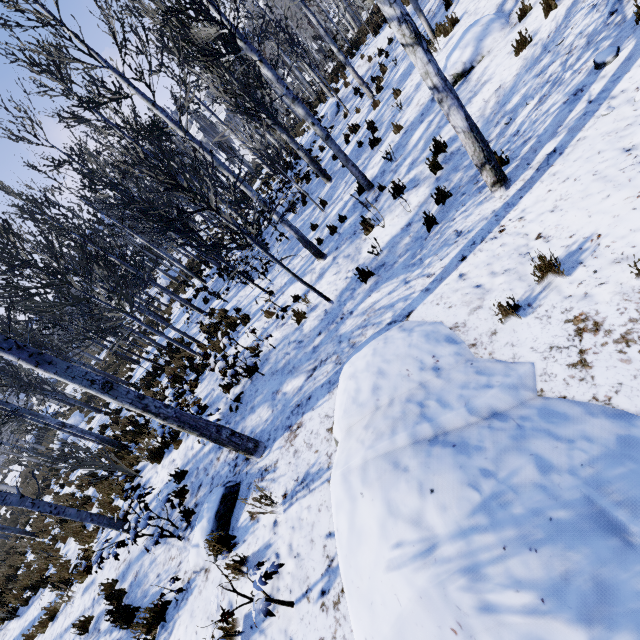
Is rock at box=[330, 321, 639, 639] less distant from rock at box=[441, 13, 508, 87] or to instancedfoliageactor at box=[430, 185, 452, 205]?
rock at box=[441, 13, 508, 87]

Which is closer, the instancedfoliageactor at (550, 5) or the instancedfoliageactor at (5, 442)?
the instancedfoliageactor at (5, 442)

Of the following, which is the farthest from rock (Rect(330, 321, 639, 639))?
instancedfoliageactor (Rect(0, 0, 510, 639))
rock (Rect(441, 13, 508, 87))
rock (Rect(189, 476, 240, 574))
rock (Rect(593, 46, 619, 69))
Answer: instancedfoliageactor (Rect(0, 0, 510, 639))

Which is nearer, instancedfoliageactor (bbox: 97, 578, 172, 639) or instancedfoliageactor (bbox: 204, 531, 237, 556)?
instancedfoliageactor (bbox: 204, 531, 237, 556)

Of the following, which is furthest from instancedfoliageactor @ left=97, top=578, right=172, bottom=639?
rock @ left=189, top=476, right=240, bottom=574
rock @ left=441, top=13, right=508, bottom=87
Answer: rock @ left=189, top=476, right=240, bottom=574

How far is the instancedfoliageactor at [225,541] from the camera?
3.2m

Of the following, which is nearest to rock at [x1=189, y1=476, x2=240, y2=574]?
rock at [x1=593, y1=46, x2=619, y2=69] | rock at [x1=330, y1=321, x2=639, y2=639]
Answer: rock at [x1=330, y1=321, x2=639, y2=639]

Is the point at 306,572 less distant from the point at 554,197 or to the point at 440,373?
the point at 440,373
